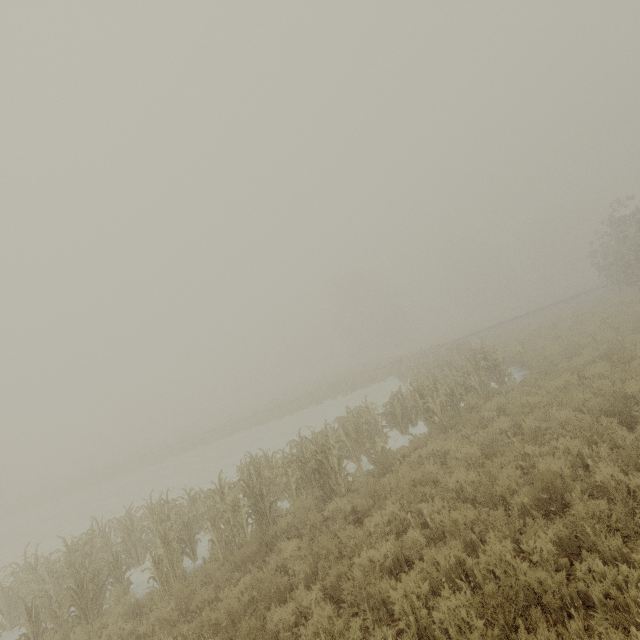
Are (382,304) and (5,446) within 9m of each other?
no
